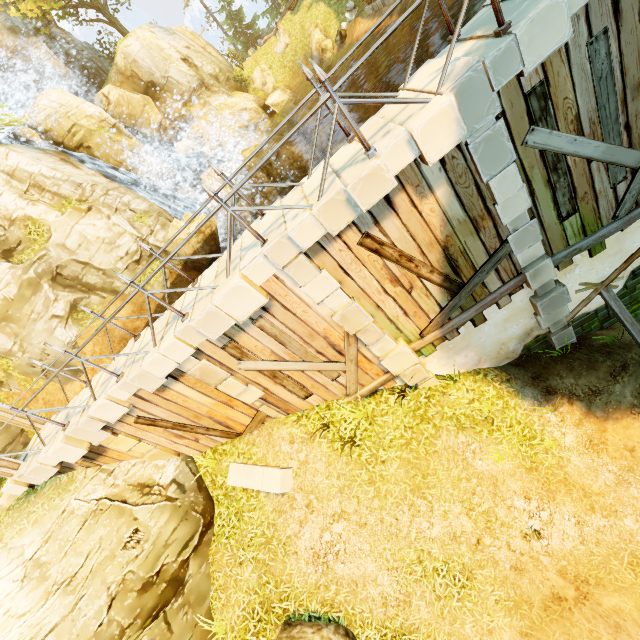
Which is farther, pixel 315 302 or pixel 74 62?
pixel 74 62

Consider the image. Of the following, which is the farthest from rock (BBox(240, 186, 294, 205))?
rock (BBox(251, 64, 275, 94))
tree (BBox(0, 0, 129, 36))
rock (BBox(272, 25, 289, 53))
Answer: tree (BBox(0, 0, 129, 36))

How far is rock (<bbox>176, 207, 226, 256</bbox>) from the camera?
14.70m

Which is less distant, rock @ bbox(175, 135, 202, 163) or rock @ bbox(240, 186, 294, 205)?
rock @ bbox(240, 186, 294, 205)

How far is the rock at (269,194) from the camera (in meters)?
19.41

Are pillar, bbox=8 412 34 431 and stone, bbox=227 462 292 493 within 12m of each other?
yes

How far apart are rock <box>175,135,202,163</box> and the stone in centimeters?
2158cm

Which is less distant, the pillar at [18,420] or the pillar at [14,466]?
the pillar at [14,466]
